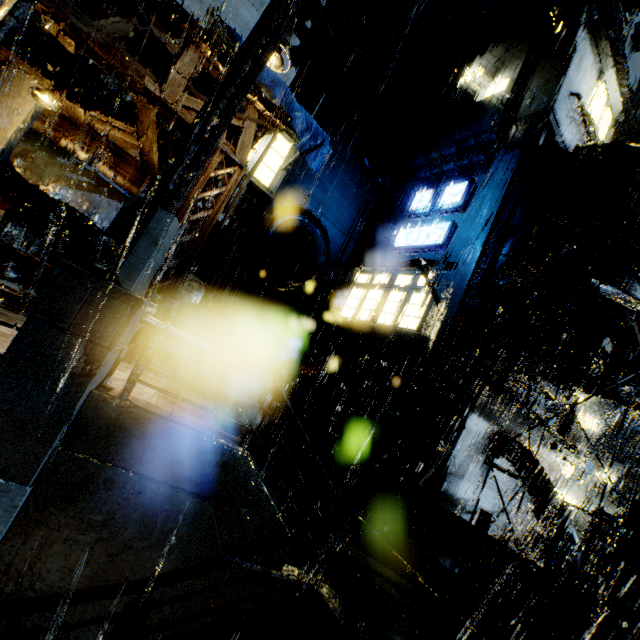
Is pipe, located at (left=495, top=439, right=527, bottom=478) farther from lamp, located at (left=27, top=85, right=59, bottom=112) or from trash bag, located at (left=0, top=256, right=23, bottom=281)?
trash bag, located at (left=0, top=256, right=23, bottom=281)

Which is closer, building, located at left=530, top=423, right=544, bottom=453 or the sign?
building, located at left=530, top=423, right=544, bottom=453

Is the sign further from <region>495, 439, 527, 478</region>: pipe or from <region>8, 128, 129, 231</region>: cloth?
<region>8, 128, 129, 231</region>: cloth

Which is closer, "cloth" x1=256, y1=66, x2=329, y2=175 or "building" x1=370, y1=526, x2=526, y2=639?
"building" x1=370, y1=526, x2=526, y2=639

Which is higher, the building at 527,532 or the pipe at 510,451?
the pipe at 510,451

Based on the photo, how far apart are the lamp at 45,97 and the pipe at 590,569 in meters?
26.7

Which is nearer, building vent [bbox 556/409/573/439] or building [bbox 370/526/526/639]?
building [bbox 370/526/526/639]

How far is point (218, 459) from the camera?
4.53m
